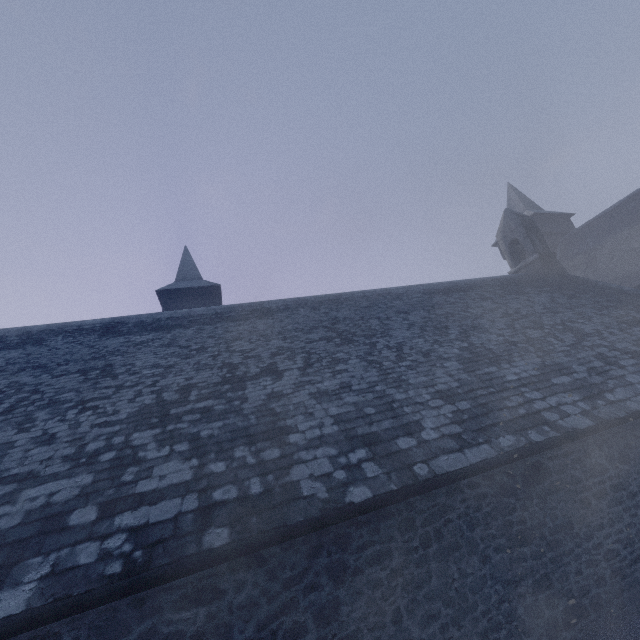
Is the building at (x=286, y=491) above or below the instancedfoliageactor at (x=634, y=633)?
above

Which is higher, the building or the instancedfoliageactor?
the building

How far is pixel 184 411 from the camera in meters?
6.5 m
